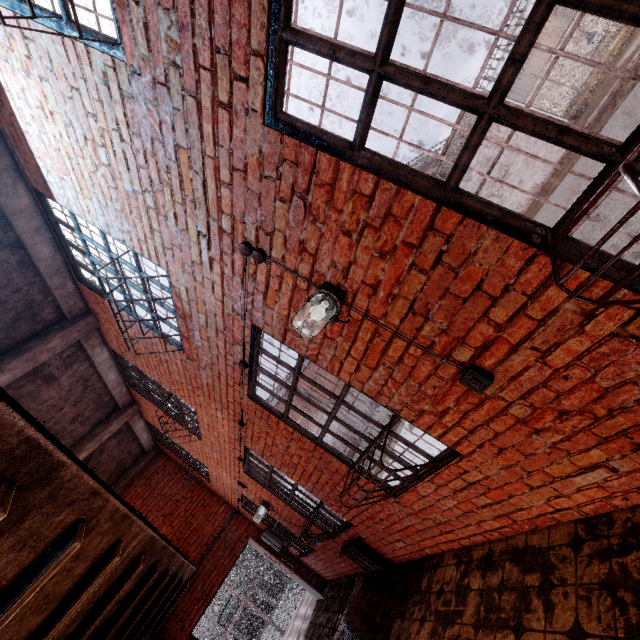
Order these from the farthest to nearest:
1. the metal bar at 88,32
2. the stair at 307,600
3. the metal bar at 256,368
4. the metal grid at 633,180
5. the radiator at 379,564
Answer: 1. the stair at 307,600
2. the radiator at 379,564
3. the metal bar at 256,368
4. the metal bar at 88,32
5. the metal grid at 633,180

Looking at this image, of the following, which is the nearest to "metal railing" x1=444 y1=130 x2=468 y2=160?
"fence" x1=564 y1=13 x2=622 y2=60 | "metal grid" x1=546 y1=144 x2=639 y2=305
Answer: "fence" x1=564 y1=13 x2=622 y2=60

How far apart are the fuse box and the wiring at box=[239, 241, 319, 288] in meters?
7.7

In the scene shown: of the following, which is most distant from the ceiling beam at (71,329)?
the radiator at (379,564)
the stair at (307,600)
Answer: the stair at (307,600)

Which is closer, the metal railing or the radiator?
the radiator

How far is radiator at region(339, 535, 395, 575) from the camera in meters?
4.7

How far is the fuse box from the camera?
8.0m

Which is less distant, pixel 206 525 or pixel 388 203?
pixel 388 203
